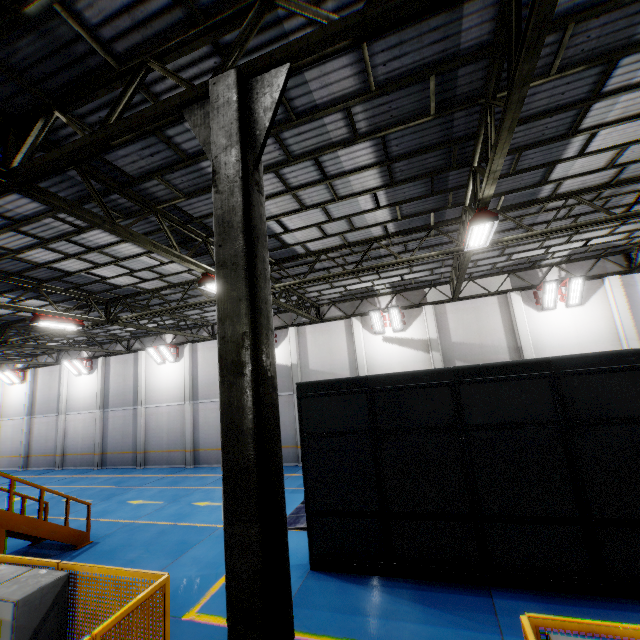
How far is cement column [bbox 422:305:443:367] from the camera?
16.6 meters

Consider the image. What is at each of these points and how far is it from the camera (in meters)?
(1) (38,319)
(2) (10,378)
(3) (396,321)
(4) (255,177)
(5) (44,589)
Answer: (1) light, 11.87
(2) light, 27.12
(3) light, 17.22
(4) metal pole, 3.53
(5) cabinet, 4.20

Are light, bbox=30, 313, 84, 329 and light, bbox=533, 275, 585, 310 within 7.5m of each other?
no

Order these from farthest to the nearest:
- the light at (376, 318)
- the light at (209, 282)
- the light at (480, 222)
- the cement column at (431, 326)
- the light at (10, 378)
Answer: the light at (10, 378)
the light at (376, 318)
the cement column at (431, 326)
the light at (209, 282)
the light at (480, 222)

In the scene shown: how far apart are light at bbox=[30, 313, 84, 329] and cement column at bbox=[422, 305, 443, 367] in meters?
15.8

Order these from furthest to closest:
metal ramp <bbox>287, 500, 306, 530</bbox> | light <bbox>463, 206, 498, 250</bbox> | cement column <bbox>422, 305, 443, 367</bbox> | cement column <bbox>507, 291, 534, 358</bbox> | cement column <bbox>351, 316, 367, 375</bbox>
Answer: cement column <bbox>351, 316, 367, 375</bbox>
cement column <bbox>422, 305, 443, 367</bbox>
cement column <bbox>507, 291, 534, 358</bbox>
metal ramp <bbox>287, 500, 306, 530</bbox>
light <bbox>463, 206, 498, 250</bbox>

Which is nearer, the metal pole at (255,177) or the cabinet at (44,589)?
the metal pole at (255,177)

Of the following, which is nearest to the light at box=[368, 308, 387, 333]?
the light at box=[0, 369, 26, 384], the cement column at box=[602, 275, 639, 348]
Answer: the cement column at box=[602, 275, 639, 348]
